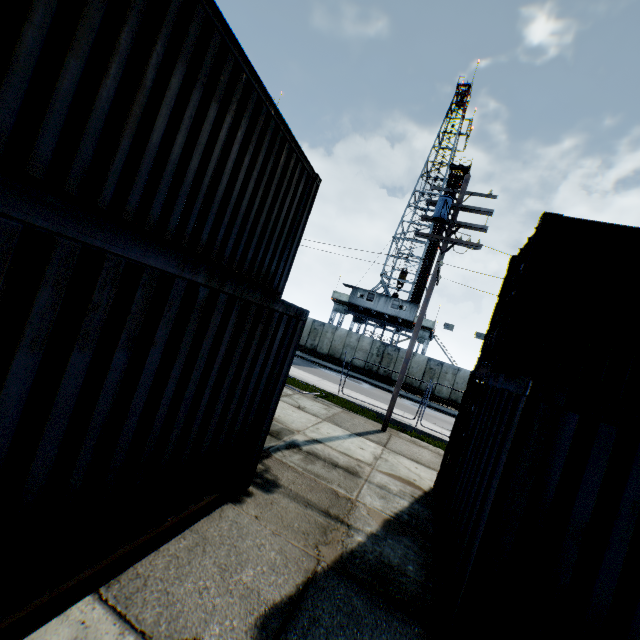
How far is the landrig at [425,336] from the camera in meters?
32.0 m

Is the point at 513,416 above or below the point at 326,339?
above

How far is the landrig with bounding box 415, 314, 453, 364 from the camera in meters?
32.0

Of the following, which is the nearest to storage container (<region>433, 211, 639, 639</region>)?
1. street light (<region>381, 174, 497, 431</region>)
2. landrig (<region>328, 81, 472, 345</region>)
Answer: street light (<region>381, 174, 497, 431</region>)

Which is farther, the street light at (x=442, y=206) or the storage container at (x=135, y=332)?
the street light at (x=442, y=206)

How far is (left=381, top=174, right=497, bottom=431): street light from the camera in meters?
11.4

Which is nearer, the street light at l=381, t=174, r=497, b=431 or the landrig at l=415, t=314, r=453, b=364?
the street light at l=381, t=174, r=497, b=431
